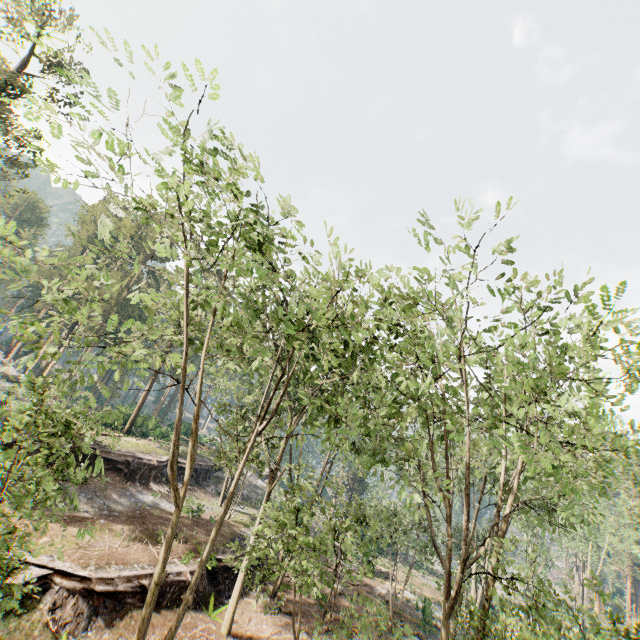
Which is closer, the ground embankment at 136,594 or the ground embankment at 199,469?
the ground embankment at 136,594

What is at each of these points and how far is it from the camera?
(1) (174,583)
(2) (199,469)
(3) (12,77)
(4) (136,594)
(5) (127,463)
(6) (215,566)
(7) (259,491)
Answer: (1) ground embankment, 17.1m
(2) ground embankment, 35.0m
(3) foliage, 22.9m
(4) ground embankment, 15.4m
(5) ground embankment, 26.6m
(6) ground embankment, 19.6m
(7) rock, 41.2m

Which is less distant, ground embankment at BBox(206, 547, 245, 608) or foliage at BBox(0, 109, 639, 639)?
foliage at BBox(0, 109, 639, 639)

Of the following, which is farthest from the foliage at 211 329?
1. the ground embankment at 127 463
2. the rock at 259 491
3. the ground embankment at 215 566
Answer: the ground embankment at 127 463

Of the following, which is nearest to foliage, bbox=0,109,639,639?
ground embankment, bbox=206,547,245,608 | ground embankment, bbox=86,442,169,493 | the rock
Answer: the rock

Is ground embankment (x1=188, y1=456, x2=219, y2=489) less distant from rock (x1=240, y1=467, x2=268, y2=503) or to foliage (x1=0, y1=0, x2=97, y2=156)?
rock (x1=240, y1=467, x2=268, y2=503)

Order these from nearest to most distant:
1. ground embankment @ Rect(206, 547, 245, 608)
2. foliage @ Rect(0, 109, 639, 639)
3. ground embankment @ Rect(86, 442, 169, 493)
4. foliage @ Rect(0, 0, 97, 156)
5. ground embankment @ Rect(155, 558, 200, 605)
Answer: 1. foliage @ Rect(0, 0, 97, 156)
2. foliage @ Rect(0, 109, 639, 639)
3. ground embankment @ Rect(155, 558, 200, 605)
4. ground embankment @ Rect(206, 547, 245, 608)
5. ground embankment @ Rect(86, 442, 169, 493)
